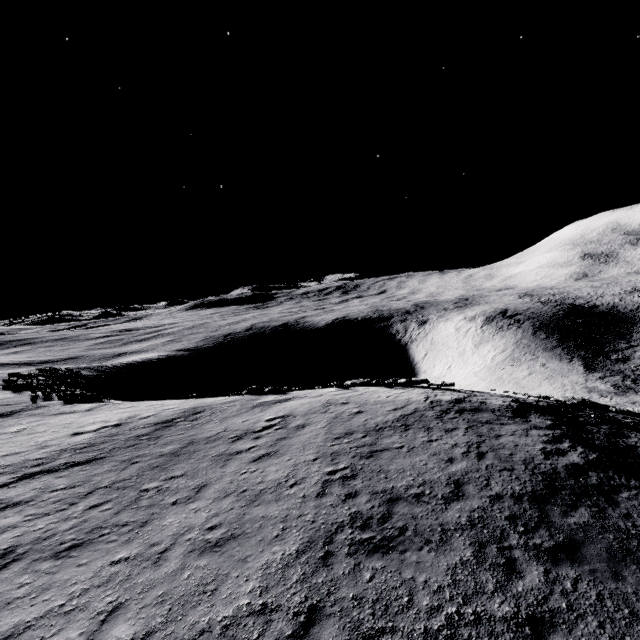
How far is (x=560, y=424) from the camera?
14.9m
